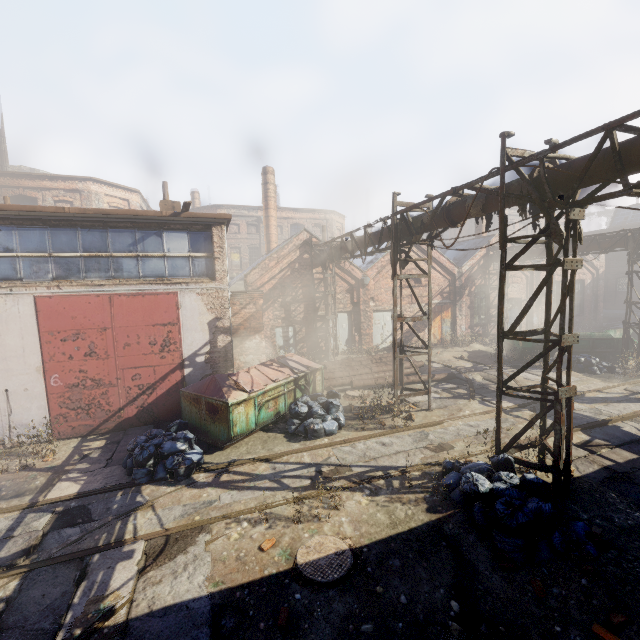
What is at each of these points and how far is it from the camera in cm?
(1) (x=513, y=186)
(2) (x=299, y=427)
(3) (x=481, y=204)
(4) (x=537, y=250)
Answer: (1) pipe, 646
(2) trash bag, 940
(3) pipe, 721
(4) pipe, 1880

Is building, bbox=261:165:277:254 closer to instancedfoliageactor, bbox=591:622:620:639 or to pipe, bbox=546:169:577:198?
pipe, bbox=546:169:577:198

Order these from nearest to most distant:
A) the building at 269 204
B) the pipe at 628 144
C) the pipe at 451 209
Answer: the pipe at 628 144 < the pipe at 451 209 < the building at 269 204

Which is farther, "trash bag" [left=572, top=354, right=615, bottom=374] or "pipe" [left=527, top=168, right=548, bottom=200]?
"trash bag" [left=572, top=354, right=615, bottom=374]

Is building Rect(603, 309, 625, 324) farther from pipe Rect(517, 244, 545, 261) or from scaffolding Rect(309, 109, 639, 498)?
scaffolding Rect(309, 109, 639, 498)

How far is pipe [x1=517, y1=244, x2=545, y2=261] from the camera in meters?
18.5 m

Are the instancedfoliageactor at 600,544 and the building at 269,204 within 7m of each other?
no

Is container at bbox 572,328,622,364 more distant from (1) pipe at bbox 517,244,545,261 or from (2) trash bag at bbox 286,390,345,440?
(2) trash bag at bbox 286,390,345,440
